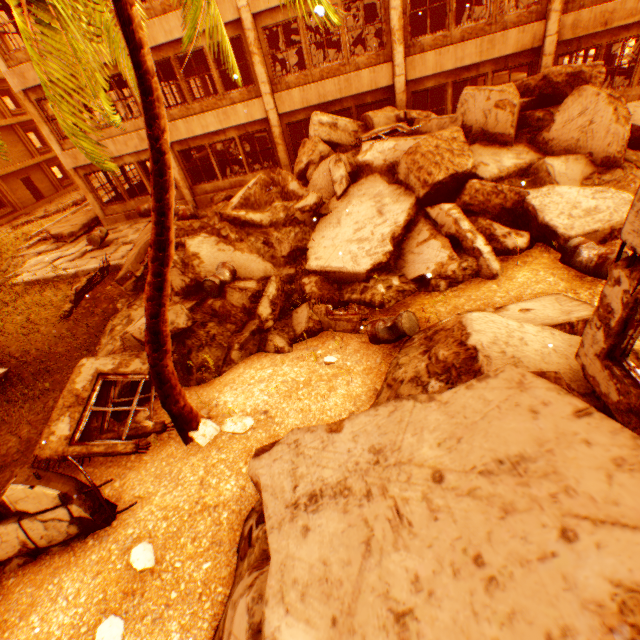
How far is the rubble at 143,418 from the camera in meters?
5.8

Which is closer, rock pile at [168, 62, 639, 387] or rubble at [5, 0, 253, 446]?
rubble at [5, 0, 253, 446]

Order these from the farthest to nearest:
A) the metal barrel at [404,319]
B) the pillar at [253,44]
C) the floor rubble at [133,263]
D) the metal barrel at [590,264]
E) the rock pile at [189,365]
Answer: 1. the pillar at [253,44]
2. the floor rubble at [133,263]
3. the rock pile at [189,365]
4. the metal barrel at [404,319]
5. the metal barrel at [590,264]

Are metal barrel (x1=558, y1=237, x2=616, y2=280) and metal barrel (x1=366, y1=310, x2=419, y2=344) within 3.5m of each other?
yes

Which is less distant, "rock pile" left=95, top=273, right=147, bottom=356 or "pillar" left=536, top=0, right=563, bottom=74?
"rock pile" left=95, top=273, right=147, bottom=356

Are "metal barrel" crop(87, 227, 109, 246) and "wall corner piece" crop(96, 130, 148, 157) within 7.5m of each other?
yes

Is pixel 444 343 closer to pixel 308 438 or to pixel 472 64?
pixel 308 438

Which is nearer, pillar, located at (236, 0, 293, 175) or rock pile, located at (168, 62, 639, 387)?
rock pile, located at (168, 62, 639, 387)
